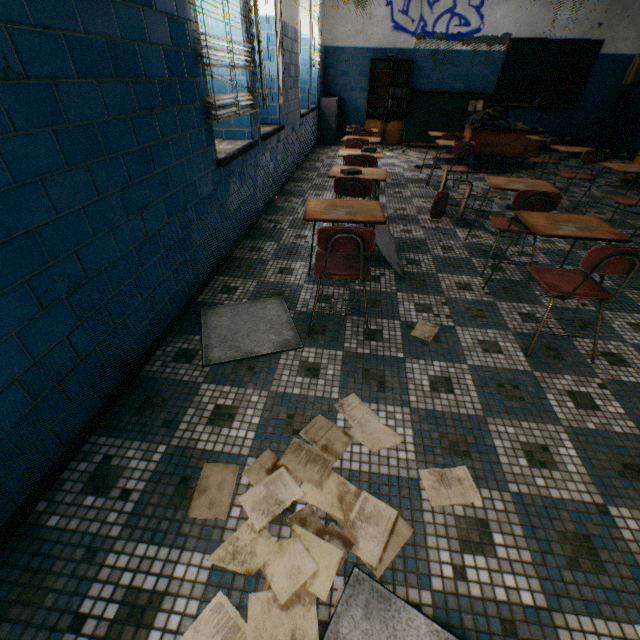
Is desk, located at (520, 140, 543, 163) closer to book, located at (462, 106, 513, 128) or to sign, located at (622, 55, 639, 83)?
book, located at (462, 106, 513, 128)

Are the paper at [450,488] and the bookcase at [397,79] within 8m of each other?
no

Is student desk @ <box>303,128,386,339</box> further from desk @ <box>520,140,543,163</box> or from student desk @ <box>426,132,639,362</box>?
desk @ <box>520,140,543,163</box>

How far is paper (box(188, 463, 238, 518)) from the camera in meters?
1.3 m

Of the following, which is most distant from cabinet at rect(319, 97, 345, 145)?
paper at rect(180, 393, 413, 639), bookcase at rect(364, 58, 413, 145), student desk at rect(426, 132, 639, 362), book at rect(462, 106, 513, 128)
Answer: paper at rect(180, 393, 413, 639)

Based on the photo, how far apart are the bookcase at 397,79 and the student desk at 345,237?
6.9m

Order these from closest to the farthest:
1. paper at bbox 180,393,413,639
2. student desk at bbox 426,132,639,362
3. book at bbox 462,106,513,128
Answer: paper at bbox 180,393,413,639 < student desk at bbox 426,132,639,362 < book at bbox 462,106,513,128

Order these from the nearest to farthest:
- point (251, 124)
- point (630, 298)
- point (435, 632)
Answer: point (435, 632) < point (630, 298) < point (251, 124)
